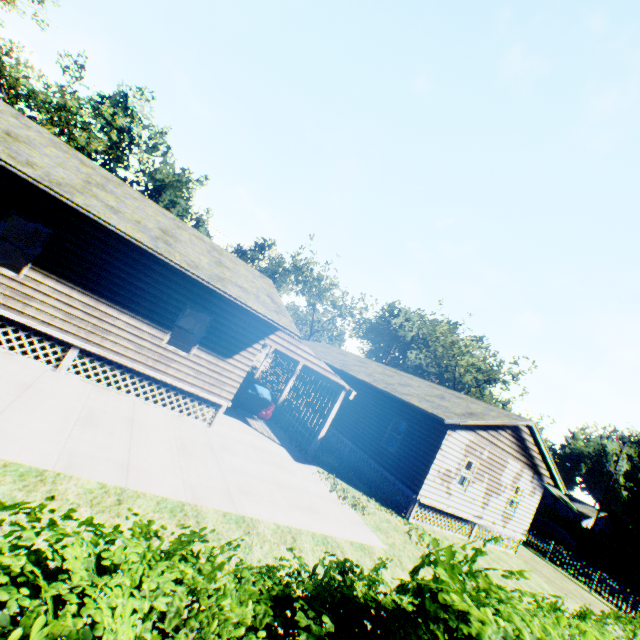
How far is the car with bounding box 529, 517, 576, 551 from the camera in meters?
29.8 m

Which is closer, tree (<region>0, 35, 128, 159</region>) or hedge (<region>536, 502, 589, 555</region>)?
hedge (<region>536, 502, 589, 555</region>)

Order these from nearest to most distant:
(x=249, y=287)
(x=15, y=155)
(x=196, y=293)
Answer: (x=15, y=155) < (x=196, y=293) < (x=249, y=287)

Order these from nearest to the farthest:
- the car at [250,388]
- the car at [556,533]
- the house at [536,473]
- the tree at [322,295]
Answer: the car at [250,388]
the house at [536,473]
the car at [556,533]
the tree at [322,295]

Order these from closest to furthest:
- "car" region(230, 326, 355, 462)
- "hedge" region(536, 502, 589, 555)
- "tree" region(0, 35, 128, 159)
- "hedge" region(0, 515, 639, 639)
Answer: "hedge" region(0, 515, 639, 639), "car" region(230, 326, 355, 462), "hedge" region(536, 502, 589, 555), "tree" region(0, 35, 128, 159)

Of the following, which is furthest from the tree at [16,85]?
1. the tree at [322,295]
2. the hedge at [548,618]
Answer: the tree at [322,295]

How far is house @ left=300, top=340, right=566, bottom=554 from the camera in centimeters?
1425cm

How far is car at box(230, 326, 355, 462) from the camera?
12.9m
